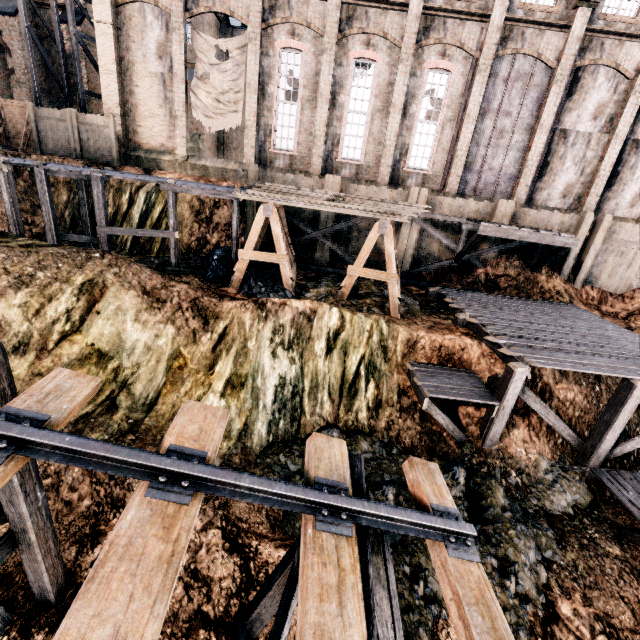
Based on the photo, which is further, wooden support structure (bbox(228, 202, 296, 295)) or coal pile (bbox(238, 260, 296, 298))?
coal pile (bbox(238, 260, 296, 298))

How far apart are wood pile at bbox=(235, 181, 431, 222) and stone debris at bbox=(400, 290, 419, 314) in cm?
350

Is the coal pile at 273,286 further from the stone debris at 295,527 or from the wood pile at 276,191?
the stone debris at 295,527

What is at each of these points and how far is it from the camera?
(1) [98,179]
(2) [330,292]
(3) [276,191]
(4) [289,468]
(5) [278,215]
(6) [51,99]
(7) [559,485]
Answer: (1) wooden scaffolding, 14.0 meters
(2) stone debris, 15.0 meters
(3) wood pile, 13.8 meters
(4) stone debris, 9.8 meters
(5) wooden support structure, 17.6 meters
(6) building, 25.2 meters
(7) stone debris, 11.0 meters

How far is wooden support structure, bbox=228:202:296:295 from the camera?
13.5m

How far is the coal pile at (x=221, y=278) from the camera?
15.2m

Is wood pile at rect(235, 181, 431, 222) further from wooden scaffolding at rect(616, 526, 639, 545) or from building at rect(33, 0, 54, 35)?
building at rect(33, 0, 54, 35)

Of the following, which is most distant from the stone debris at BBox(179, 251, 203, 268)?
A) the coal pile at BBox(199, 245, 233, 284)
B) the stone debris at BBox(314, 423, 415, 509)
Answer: the stone debris at BBox(314, 423, 415, 509)
